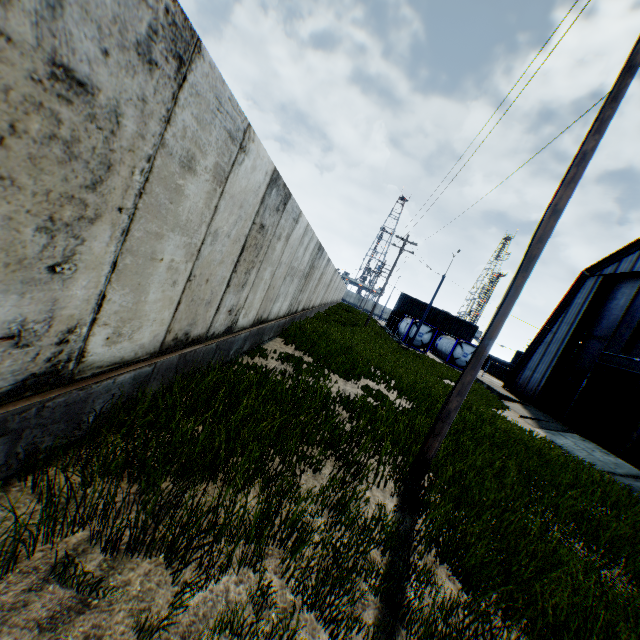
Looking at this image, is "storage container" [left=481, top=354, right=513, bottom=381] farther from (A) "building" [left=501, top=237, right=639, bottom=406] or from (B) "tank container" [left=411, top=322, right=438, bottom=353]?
(A) "building" [left=501, top=237, right=639, bottom=406]

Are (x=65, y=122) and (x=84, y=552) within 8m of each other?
yes

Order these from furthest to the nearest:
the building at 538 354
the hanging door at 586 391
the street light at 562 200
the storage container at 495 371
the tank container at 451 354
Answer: the storage container at 495 371 < the tank container at 451 354 < the building at 538 354 < the hanging door at 586 391 < the street light at 562 200

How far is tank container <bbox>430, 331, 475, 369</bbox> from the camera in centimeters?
3416cm

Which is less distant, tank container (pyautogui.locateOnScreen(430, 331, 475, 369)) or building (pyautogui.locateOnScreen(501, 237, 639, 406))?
building (pyautogui.locateOnScreen(501, 237, 639, 406))

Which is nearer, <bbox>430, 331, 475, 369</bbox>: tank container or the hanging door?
the hanging door

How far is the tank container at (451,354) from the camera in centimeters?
3416cm

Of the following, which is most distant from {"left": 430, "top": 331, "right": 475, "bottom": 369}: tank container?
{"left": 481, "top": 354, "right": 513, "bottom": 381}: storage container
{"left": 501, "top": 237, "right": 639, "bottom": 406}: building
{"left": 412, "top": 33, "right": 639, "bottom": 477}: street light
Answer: {"left": 412, "top": 33, "right": 639, "bottom": 477}: street light
